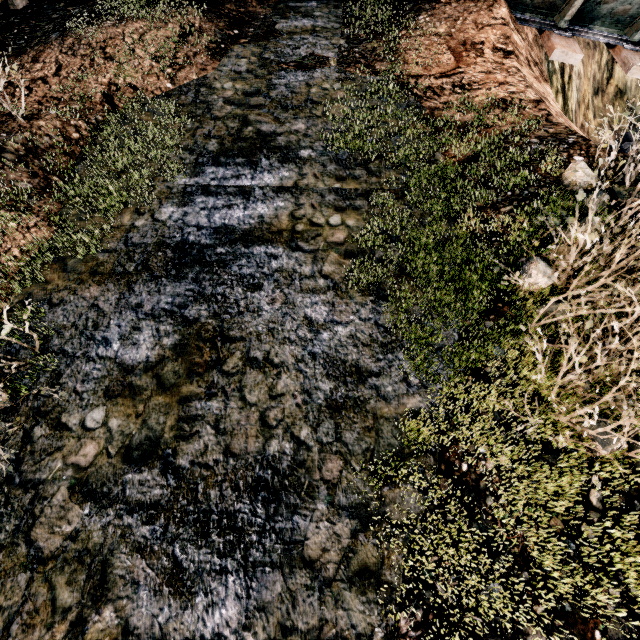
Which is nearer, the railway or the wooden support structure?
the railway

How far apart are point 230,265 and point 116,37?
7.3m

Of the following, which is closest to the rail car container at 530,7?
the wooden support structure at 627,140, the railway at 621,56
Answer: the railway at 621,56

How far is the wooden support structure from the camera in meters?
14.5

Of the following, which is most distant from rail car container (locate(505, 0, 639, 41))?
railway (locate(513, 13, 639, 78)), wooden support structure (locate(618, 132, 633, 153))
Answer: wooden support structure (locate(618, 132, 633, 153))

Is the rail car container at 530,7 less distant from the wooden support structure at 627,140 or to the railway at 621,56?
the railway at 621,56

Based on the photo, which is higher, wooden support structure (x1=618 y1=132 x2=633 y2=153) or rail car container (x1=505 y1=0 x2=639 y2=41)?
rail car container (x1=505 y1=0 x2=639 y2=41)
